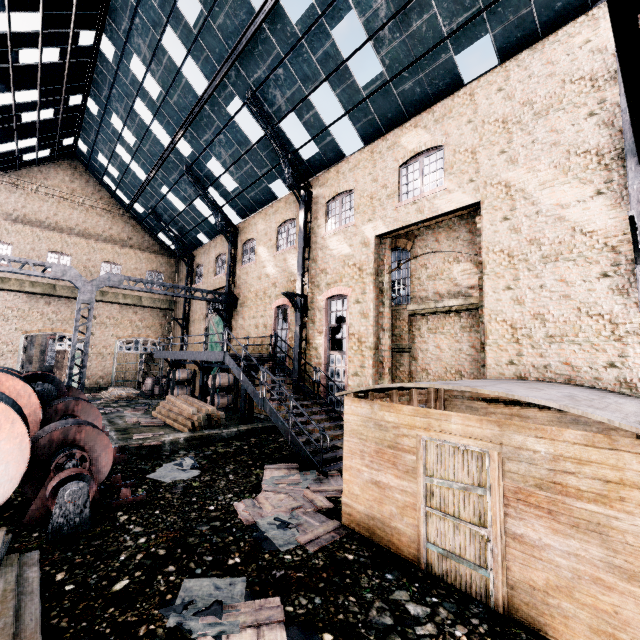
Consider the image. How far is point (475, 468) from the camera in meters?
5.3

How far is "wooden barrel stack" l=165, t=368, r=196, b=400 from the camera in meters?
23.0 m

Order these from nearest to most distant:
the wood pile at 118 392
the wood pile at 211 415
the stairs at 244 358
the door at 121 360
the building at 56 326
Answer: the stairs at 244 358 → the wood pile at 211 415 → the wood pile at 118 392 → the building at 56 326 → the door at 121 360

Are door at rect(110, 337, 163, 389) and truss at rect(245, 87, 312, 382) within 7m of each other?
no

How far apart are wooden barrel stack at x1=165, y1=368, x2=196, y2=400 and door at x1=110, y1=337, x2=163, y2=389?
9.35m

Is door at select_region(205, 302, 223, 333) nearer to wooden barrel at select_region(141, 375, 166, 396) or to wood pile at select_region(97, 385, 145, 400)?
wooden barrel at select_region(141, 375, 166, 396)

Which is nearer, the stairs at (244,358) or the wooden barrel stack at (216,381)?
the stairs at (244,358)

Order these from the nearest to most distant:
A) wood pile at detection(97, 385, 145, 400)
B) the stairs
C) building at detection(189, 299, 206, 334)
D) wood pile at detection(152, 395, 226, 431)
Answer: the stairs → wood pile at detection(152, 395, 226, 431) → wood pile at detection(97, 385, 145, 400) → building at detection(189, 299, 206, 334)
